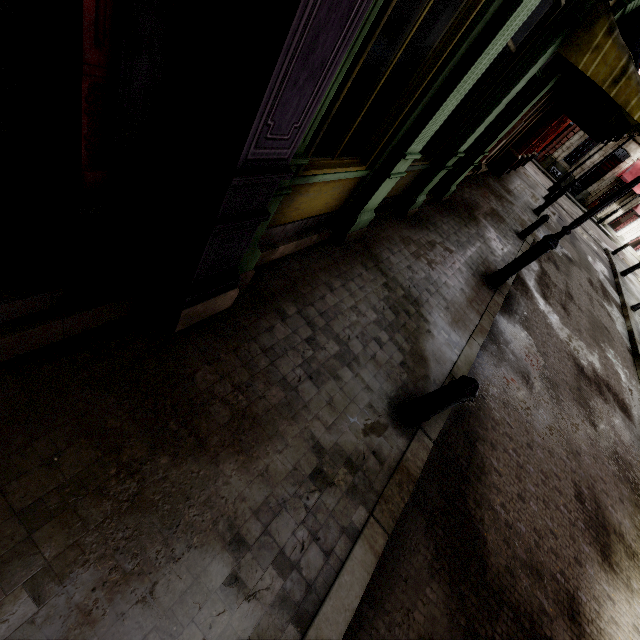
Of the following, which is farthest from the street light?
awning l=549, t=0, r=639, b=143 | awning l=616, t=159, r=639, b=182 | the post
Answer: awning l=616, t=159, r=639, b=182

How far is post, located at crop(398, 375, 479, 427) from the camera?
3.2 meters

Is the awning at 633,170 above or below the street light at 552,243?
above

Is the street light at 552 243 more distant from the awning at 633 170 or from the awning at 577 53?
the awning at 633 170

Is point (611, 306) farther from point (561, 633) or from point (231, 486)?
point (231, 486)

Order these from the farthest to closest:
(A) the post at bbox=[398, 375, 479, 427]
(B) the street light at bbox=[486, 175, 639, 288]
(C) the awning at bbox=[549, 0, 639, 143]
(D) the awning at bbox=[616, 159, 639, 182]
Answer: (D) the awning at bbox=[616, 159, 639, 182] → (B) the street light at bbox=[486, 175, 639, 288] → (C) the awning at bbox=[549, 0, 639, 143] → (A) the post at bbox=[398, 375, 479, 427]

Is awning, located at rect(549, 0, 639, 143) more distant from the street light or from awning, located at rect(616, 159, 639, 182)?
awning, located at rect(616, 159, 639, 182)
